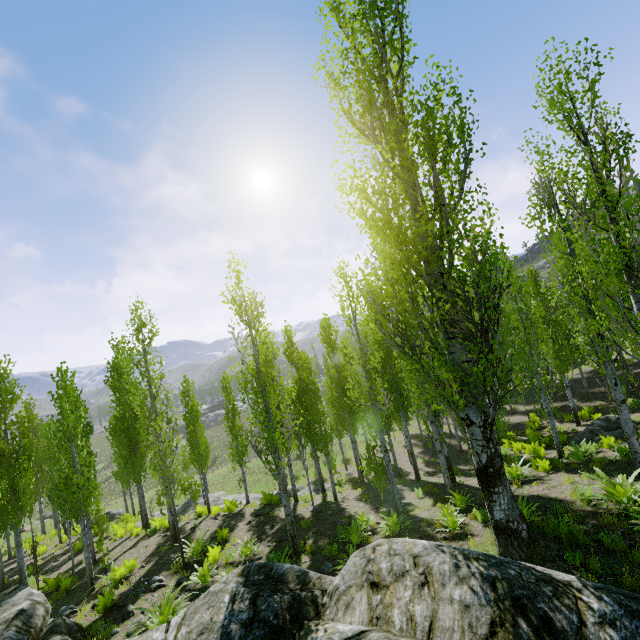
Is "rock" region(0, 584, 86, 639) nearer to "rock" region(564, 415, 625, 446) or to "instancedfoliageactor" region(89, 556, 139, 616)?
"instancedfoliageactor" region(89, 556, 139, 616)

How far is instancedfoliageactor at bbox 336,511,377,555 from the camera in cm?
944

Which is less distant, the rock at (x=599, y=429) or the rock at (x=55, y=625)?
the rock at (x=55, y=625)

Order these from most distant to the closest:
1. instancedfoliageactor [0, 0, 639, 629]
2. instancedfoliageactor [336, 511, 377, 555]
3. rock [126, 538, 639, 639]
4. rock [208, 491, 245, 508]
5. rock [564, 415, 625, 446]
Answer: rock [208, 491, 245, 508] → rock [564, 415, 625, 446] → instancedfoliageactor [336, 511, 377, 555] → instancedfoliageactor [0, 0, 639, 629] → rock [126, 538, 639, 639]

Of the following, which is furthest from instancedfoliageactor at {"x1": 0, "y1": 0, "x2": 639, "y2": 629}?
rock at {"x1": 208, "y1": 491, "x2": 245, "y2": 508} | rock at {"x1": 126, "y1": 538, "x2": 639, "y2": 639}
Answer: rock at {"x1": 208, "y1": 491, "x2": 245, "y2": 508}

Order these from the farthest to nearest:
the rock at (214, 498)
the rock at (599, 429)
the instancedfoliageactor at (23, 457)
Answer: the rock at (214, 498) < the rock at (599, 429) < the instancedfoliageactor at (23, 457)

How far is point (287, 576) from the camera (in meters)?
6.21

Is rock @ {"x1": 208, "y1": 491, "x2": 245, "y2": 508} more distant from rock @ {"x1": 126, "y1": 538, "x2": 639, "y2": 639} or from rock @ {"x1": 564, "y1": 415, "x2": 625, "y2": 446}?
Answer: rock @ {"x1": 564, "y1": 415, "x2": 625, "y2": 446}
